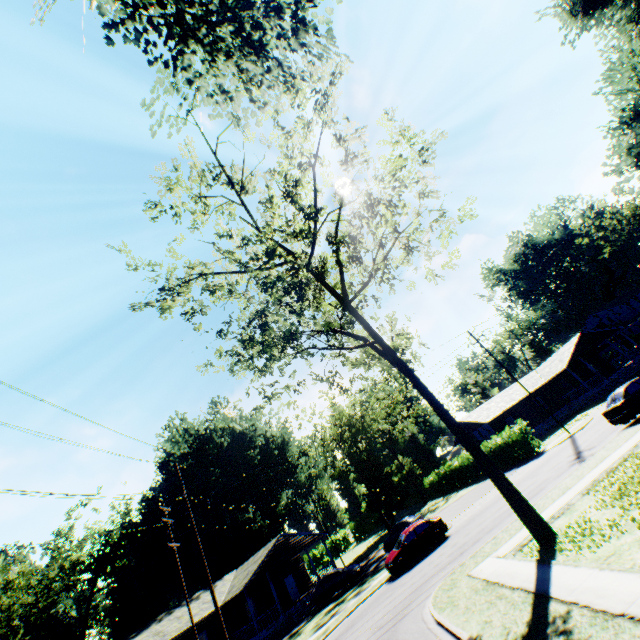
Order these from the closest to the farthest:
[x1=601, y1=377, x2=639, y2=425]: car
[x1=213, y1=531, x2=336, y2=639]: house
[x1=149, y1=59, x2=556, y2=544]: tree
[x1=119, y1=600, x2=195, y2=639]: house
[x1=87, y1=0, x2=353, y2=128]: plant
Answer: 1. [x1=87, y1=0, x2=353, y2=128]: plant
2. [x1=149, y1=59, x2=556, y2=544]: tree
3. [x1=601, y1=377, x2=639, y2=425]: car
4. [x1=119, y1=600, x2=195, y2=639]: house
5. [x1=213, y1=531, x2=336, y2=639]: house

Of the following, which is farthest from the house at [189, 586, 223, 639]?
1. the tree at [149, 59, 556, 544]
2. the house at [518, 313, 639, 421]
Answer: the tree at [149, 59, 556, 544]

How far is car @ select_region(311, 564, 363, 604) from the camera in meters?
27.5

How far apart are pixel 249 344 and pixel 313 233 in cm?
622

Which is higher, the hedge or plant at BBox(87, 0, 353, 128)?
plant at BBox(87, 0, 353, 128)

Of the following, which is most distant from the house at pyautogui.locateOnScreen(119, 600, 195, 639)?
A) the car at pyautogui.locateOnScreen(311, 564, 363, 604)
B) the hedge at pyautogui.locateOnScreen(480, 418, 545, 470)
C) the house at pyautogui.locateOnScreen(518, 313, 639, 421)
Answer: the house at pyautogui.locateOnScreen(518, 313, 639, 421)

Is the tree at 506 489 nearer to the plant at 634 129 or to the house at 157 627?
the plant at 634 129

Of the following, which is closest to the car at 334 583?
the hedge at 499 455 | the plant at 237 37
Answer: the hedge at 499 455
